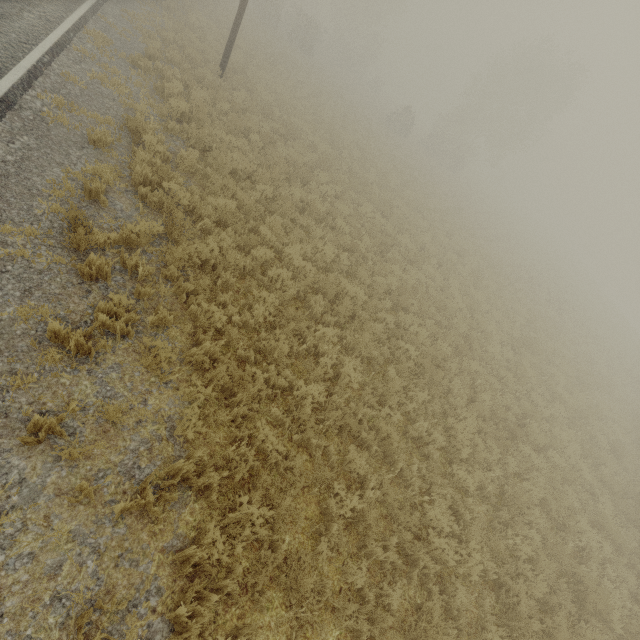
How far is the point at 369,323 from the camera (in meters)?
7.76
